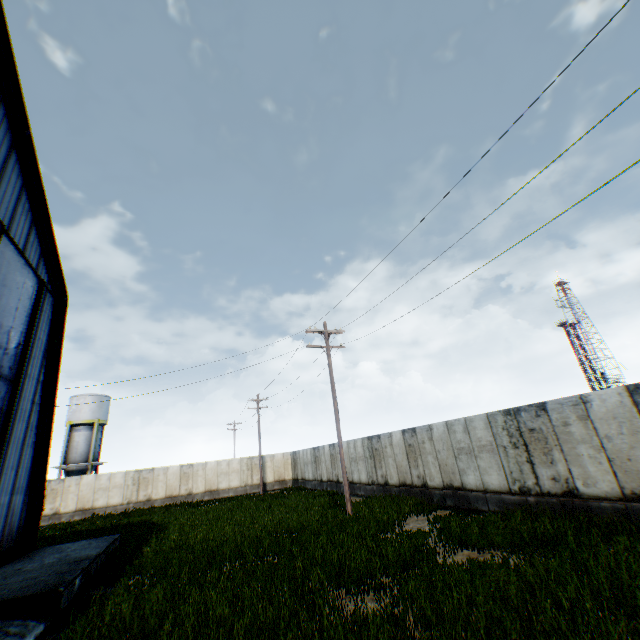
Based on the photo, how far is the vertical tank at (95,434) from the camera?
35.1 meters

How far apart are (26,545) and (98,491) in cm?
1997

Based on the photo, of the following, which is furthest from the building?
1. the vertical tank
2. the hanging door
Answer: the vertical tank

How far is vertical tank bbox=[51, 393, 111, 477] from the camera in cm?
3509

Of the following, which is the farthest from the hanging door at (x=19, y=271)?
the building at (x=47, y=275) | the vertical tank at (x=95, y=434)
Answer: the vertical tank at (x=95, y=434)

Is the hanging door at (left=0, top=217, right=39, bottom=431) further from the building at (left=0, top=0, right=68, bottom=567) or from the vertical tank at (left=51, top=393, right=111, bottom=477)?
the vertical tank at (left=51, top=393, right=111, bottom=477)
